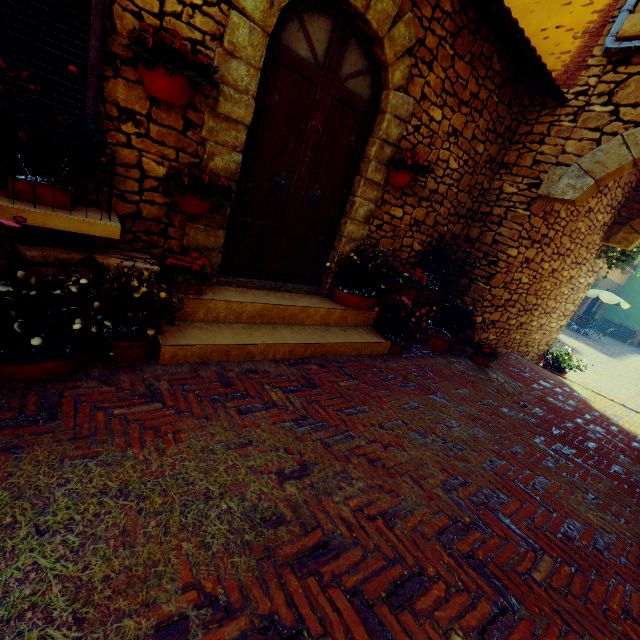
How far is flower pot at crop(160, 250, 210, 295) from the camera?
2.9 meters

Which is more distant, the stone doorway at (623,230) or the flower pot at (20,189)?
the stone doorway at (623,230)

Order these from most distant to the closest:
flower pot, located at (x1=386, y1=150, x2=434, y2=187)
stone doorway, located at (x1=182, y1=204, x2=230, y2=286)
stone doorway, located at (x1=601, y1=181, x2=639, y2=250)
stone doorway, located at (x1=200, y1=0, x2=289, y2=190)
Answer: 1. stone doorway, located at (x1=601, y1=181, x2=639, y2=250)
2. flower pot, located at (x1=386, y1=150, x2=434, y2=187)
3. stone doorway, located at (x1=182, y1=204, x2=230, y2=286)
4. stone doorway, located at (x1=200, y1=0, x2=289, y2=190)

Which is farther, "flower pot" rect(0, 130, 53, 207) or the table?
the table

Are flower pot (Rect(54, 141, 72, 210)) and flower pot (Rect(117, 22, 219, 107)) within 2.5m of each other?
yes

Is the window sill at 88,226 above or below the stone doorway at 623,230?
below

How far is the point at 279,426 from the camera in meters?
2.5 m

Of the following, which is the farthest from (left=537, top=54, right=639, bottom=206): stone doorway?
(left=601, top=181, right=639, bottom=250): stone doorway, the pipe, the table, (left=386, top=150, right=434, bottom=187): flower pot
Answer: the table
